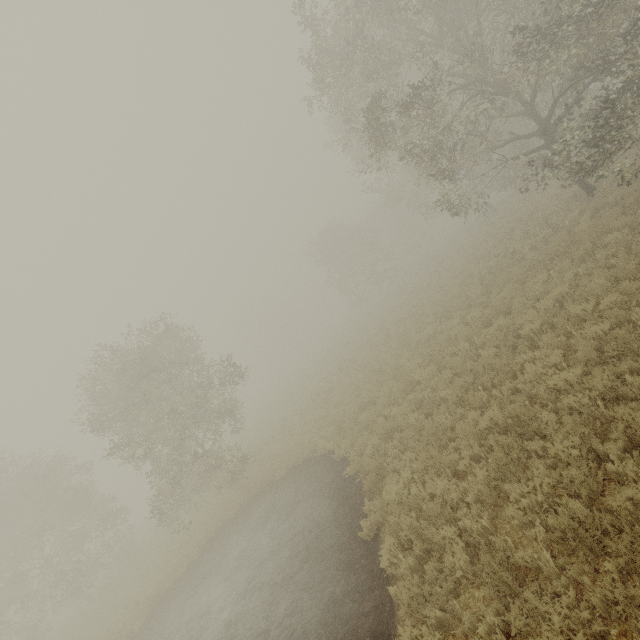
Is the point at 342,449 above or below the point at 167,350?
below
